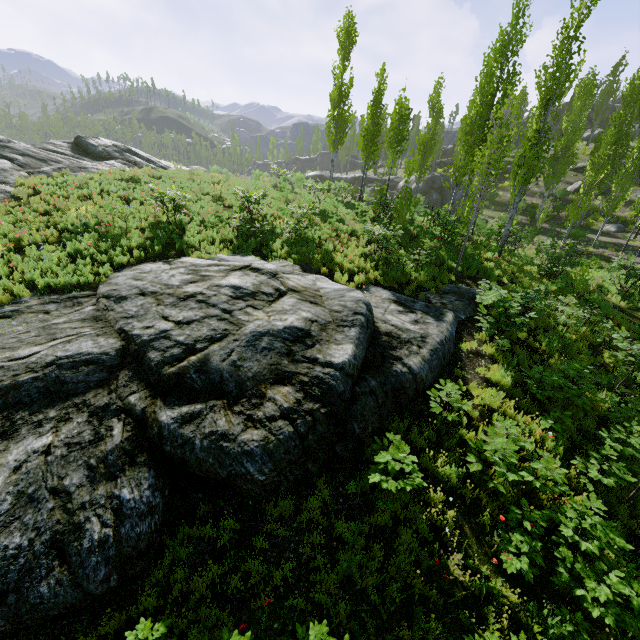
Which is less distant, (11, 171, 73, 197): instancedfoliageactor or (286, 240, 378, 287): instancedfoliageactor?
(286, 240, 378, 287): instancedfoliageactor

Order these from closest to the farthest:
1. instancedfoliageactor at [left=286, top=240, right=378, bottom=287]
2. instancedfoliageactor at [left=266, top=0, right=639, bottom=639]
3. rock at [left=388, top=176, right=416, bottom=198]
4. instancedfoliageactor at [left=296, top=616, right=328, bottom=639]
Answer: instancedfoliageactor at [left=296, top=616, right=328, bottom=639]
instancedfoliageactor at [left=266, top=0, right=639, bottom=639]
instancedfoliageactor at [left=286, top=240, right=378, bottom=287]
rock at [left=388, top=176, right=416, bottom=198]

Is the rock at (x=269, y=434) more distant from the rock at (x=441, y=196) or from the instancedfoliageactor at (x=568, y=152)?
the rock at (x=441, y=196)

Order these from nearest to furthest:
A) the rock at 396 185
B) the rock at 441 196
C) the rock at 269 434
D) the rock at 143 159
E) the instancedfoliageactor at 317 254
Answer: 1. the rock at 269 434
2. the instancedfoliageactor at 317 254
3. the rock at 143 159
4. the rock at 441 196
5. the rock at 396 185

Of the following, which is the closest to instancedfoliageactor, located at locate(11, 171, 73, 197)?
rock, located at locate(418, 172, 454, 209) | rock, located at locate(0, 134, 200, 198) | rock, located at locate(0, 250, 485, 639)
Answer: rock, located at locate(0, 134, 200, 198)

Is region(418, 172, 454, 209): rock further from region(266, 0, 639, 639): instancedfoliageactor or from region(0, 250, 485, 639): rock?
region(0, 250, 485, 639): rock

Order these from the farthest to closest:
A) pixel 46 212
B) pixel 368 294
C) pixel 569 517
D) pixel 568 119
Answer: pixel 568 119 < pixel 46 212 < pixel 368 294 < pixel 569 517
